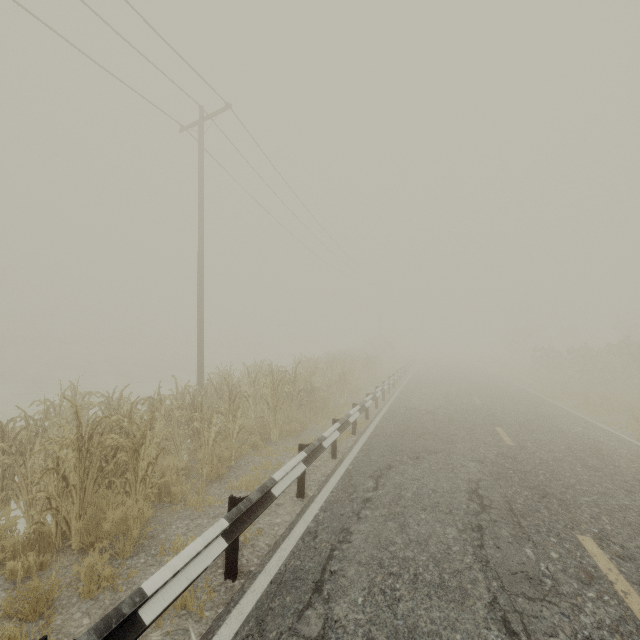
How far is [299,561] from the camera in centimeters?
376cm

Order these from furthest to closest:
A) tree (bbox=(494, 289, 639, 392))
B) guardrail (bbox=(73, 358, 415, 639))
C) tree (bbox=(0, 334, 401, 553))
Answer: tree (bbox=(494, 289, 639, 392)) → tree (bbox=(0, 334, 401, 553)) → guardrail (bbox=(73, 358, 415, 639))

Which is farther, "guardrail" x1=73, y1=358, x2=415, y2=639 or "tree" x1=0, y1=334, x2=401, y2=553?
"tree" x1=0, y1=334, x2=401, y2=553

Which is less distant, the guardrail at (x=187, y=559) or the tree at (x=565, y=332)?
the guardrail at (x=187, y=559)

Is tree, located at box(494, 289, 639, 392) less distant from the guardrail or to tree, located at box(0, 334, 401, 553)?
the guardrail

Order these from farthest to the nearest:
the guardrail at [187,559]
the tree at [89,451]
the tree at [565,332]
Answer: the tree at [565,332]
the tree at [89,451]
the guardrail at [187,559]

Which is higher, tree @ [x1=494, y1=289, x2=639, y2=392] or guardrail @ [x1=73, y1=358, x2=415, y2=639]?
tree @ [x1=494, y1=289, x2=639, y2=392]
